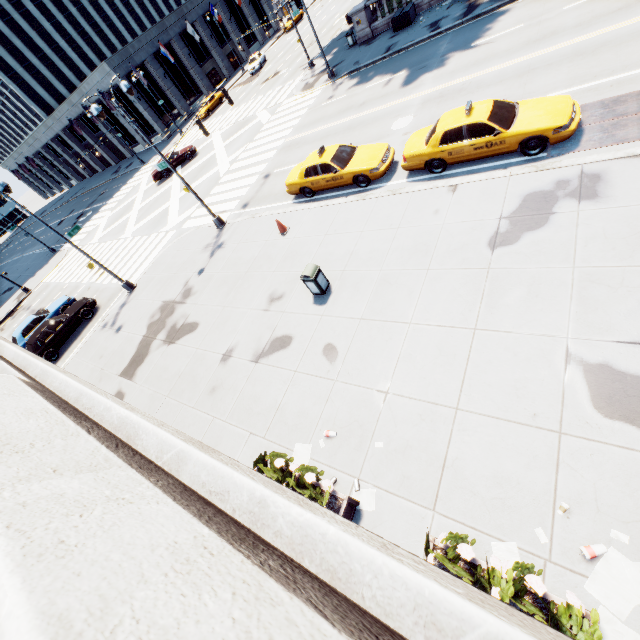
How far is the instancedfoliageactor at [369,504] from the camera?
6.4 meters

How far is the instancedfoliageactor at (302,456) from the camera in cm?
759

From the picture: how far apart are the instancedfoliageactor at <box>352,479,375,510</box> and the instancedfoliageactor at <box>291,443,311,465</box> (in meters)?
1.24

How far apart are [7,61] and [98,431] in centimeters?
7618cm

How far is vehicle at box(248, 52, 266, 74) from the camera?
43.14m

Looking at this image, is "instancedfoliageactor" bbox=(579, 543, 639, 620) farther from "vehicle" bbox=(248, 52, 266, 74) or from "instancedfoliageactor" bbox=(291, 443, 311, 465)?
"vehicle" bbox=(248, 52, 266, 74)

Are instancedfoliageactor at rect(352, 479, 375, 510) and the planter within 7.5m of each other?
yes

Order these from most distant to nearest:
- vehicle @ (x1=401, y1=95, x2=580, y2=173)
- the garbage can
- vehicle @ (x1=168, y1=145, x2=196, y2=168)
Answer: vehicle @ (x1=168, y1=145, x2=196, y2=168), the garbage can, vehicle @ (x1=401, y1=95, x2=580, y2=173)
